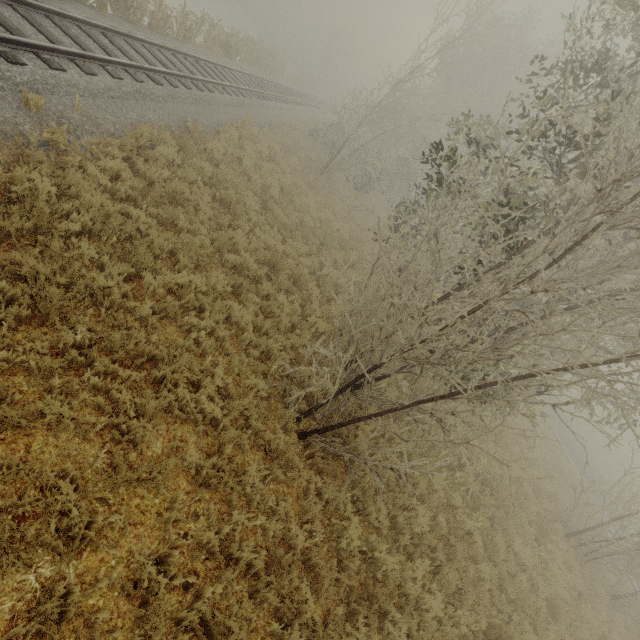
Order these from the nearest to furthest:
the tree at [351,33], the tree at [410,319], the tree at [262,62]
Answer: the tree at [410,319] < the tree at [262,62] < the tree at [351,33]

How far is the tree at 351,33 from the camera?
41.9m

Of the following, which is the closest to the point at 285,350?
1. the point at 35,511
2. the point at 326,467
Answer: the point at 326,467

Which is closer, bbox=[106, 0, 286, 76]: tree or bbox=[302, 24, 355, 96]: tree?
bbox=[106, 0, 286, 76]: tree

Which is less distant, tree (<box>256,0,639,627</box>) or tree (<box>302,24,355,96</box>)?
tree (<box>256,0,639,627</box>)

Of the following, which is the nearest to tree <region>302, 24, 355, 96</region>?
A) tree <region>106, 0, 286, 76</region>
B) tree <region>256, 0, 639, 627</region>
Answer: tree <region>106, 0, 286, 76</region>

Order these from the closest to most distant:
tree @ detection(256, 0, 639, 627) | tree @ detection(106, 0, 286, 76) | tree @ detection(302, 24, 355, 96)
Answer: tree @ detection(256, 0, 639, 627) < tree @ detection(106, 0, 286, 76) < tree @ detection(302, 24, 355, 96)

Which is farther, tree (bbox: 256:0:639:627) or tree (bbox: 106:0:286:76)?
tree (bbox: 106:0:286:76)
